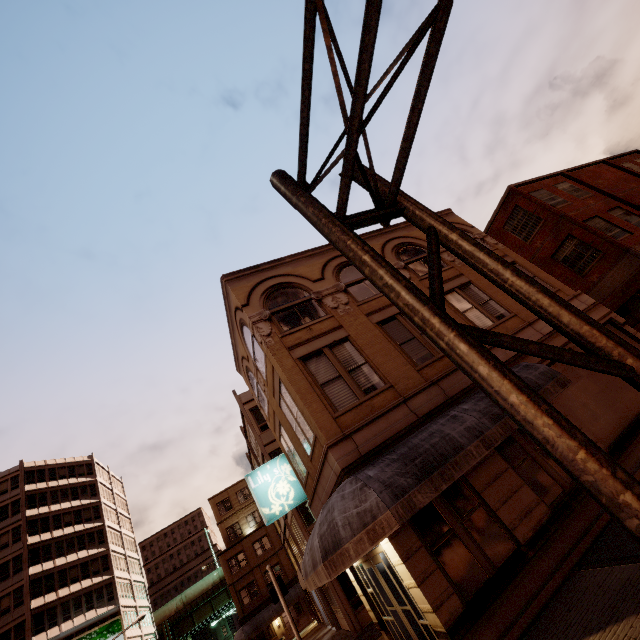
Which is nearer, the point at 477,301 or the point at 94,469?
the point at 477,301

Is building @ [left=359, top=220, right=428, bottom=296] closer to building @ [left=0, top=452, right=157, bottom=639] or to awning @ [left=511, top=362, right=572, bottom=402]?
awning @ [left=511, top=362, right=572, bottom=402]

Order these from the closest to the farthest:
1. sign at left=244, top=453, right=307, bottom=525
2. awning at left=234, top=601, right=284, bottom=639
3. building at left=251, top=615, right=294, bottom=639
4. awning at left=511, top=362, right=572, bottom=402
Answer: awning at left=511, top=362, right=572, bottom=402 → sign at left=244, top=453, right=307, bottom=525 → awning at left=234, top=601, right=284, bottom=639 → building at left=251, top=615, right=294, bottom=639

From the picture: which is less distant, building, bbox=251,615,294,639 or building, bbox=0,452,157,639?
building, bbox=251,615,294,639

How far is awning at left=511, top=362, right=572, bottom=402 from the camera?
9.2m

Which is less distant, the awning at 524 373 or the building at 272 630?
the awning at 524 373

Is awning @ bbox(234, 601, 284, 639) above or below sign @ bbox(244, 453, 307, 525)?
below

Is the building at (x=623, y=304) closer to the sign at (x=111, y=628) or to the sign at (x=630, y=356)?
the sign at (x=630, y=356)
